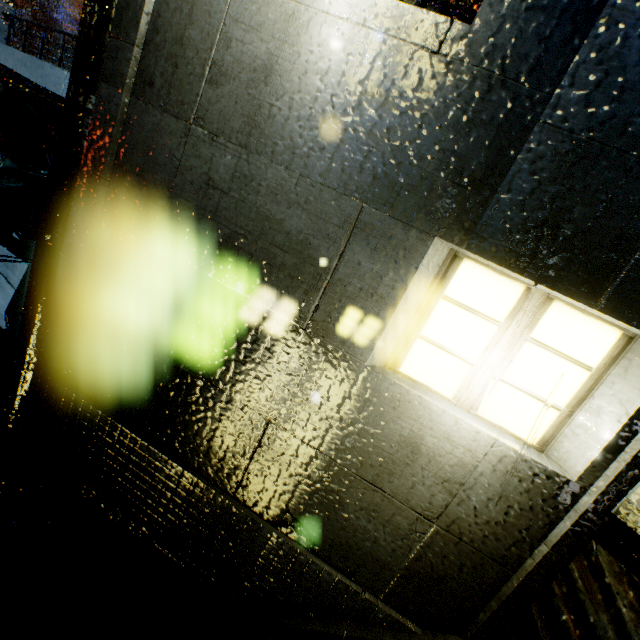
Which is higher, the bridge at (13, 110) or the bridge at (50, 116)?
Result: the bridge at (50, 116)

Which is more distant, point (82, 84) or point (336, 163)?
point (82, 84)

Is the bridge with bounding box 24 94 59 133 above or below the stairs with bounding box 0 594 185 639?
above

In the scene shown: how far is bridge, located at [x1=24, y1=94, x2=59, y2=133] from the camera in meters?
11.7 m

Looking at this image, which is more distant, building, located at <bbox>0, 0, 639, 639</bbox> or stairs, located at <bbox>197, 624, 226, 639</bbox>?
stairs, located at <bbox>197, 624, 226, 639</bbox>

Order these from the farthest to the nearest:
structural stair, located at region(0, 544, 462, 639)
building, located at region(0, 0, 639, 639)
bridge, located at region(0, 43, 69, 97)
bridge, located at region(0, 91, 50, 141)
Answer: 1. bridge, located at region(0, 91, 50, 141)
2. bridge, located at region(0, 43, 69, 97)
3. structural stair, located at region(0, 544, 462, 639)
4. building, located at region(0, 0, 639, 639)

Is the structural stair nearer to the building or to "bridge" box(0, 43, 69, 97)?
the building

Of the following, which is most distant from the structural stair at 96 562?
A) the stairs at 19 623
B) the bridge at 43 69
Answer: the bridge at 43 69
